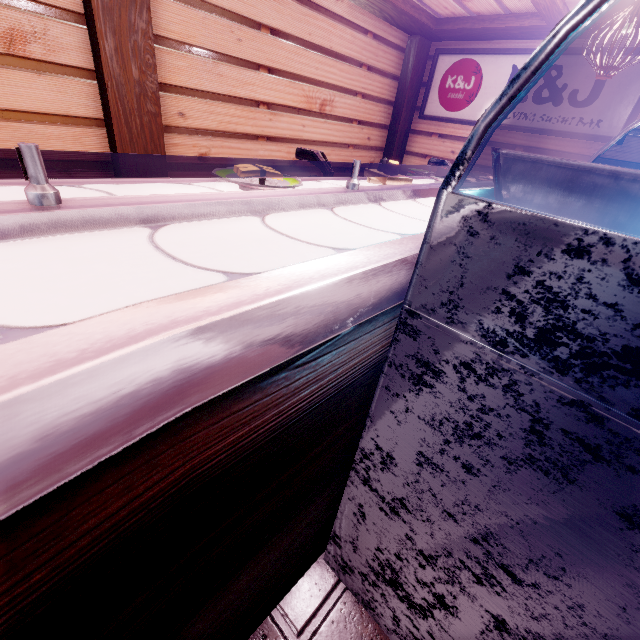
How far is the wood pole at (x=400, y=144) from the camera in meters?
8.7

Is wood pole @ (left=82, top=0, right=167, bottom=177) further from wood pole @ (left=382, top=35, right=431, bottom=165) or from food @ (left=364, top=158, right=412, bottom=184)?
wood pole @ (left=382, top=35, right=431, bottom=165)

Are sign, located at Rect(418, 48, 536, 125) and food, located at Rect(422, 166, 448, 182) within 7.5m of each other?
yes

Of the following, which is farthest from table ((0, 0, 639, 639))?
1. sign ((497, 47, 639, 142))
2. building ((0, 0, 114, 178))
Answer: sign ((497, 47, 639, 142))

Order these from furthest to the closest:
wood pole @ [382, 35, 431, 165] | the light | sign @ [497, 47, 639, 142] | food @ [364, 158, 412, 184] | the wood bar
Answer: wood pole @ [382, 35, 431, 165], sign @ [497, 47, 639, 142], the wood bar, the light, food @ [364, 158, 412, 184]

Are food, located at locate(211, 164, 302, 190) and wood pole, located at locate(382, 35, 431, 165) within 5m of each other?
no

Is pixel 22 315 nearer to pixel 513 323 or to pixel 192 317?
pixel 192 317

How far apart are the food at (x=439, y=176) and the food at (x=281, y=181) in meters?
1.5 m
